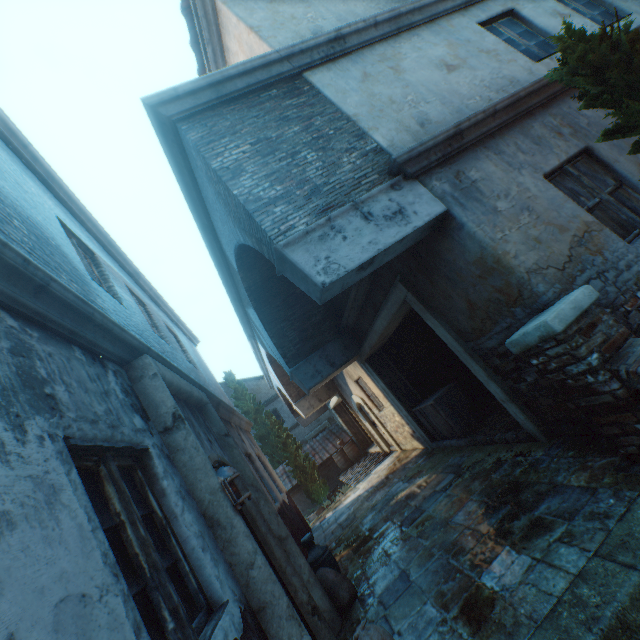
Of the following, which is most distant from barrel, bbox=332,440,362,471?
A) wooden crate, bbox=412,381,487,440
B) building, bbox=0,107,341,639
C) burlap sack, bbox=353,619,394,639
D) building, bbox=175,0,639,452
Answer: burlap sack, bbox=353,619,394,639

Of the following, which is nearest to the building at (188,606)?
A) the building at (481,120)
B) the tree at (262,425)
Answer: the tree at (262,425)

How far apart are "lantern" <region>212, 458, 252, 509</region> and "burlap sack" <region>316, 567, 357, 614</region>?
2.55m

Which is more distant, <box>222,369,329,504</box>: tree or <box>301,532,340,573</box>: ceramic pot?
<box>222,369,329,504</box>: tree

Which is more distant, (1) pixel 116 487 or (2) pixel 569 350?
(2) pixel 569 350

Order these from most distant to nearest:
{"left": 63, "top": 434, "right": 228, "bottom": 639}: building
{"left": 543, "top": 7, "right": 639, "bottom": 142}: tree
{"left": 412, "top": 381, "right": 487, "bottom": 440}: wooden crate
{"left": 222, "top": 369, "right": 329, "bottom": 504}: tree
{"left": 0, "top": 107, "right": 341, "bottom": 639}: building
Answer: {"left": 222, "top": 369, "right": 329, "bottom": 504}: tree → {"left": 412, "top": 381, "right": 487, "bottom": 440}: wooden crate → {"left": 543, "top": 7, "right": 639, "bottom": 142}: tree → {"left": 63, "top": 434, "right": 228, "bottom": 639}: building → {"left": 0, "top": 107, "right": 341, "bottom": 639}: building

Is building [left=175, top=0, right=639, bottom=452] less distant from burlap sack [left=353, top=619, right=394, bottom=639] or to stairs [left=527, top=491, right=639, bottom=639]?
stairs [left=527, top=491, right=639, bottom=639]

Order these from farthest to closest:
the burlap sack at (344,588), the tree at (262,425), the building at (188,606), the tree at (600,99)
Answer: the tree at (262,425)
the burlap sack at (344,588)
the tree at (600,99)
the building at (188,606)
